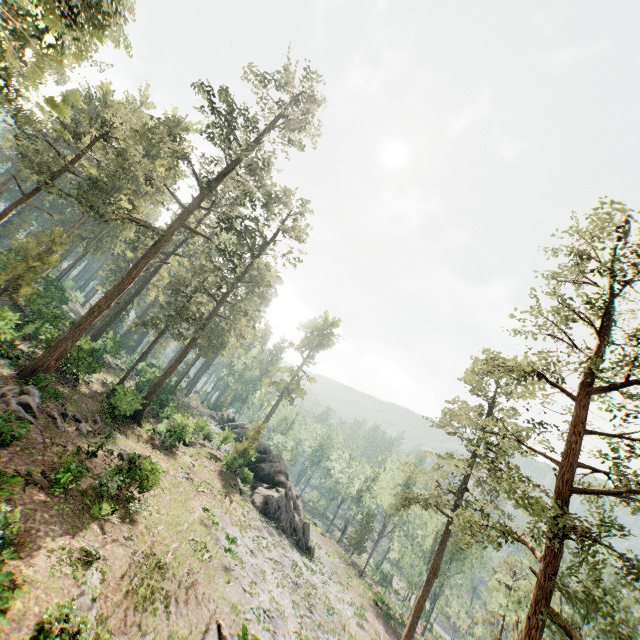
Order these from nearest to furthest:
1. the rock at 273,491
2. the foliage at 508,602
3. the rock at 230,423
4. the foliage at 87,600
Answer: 1. the foliage at 87,600
2. the foliage at 508,602
3. the rock at 273,491
4. the rock at 230,423

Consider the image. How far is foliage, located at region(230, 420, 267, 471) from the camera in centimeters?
3648cm

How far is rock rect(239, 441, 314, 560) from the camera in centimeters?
3356cm

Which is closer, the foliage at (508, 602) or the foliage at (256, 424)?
the foliage at (508, 602)

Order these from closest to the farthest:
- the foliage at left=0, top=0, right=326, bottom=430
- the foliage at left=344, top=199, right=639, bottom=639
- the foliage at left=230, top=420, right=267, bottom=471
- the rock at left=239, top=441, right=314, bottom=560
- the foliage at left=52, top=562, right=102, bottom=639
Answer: the foliage at left=52, top=562, right=102, bottom=639
the foliage at left=344, top=199, right=639, bottom=639
the foliage at left=0, top=0, right=326, bottom=430
the rock at left=239, top=441, right=314, bottom=560
the foliage at left=230, top=420, right=267, bottom=471

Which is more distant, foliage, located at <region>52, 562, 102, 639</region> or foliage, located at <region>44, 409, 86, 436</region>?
foliage, located at <region>44, 409, 86, 436</region>

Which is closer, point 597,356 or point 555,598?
point 597,356
